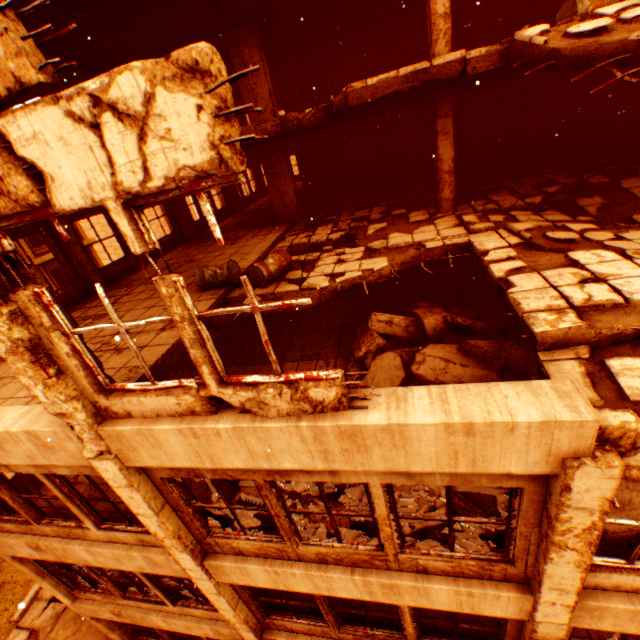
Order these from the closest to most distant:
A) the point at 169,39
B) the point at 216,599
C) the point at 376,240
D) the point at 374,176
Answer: the point at 216,599 → the point at 376,240 → the point at 169,39 → the point at 374,176

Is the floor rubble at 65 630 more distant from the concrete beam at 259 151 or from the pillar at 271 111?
the concrete beam at 259 151

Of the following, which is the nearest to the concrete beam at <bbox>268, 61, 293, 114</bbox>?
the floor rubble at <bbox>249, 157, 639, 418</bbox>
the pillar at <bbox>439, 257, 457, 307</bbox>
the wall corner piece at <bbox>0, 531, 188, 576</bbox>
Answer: the floor rubble at <bbox>249, 157, 639, 418</bbox>

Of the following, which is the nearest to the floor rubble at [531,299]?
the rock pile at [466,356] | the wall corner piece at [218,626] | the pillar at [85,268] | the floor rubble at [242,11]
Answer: the rock pile at [466,356]

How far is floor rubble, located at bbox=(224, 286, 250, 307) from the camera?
6.42m

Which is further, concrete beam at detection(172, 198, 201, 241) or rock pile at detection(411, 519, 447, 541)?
concrete beam at detection(172, 198, 201, 241)

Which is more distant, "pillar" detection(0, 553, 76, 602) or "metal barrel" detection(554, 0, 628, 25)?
"pillar" detection(0, 553, 76, 602)

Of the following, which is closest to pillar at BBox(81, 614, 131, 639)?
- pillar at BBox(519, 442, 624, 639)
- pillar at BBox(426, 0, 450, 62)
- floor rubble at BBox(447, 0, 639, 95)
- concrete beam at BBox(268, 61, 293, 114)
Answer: floor rubble at BBox(447, 0, 639, 95)
